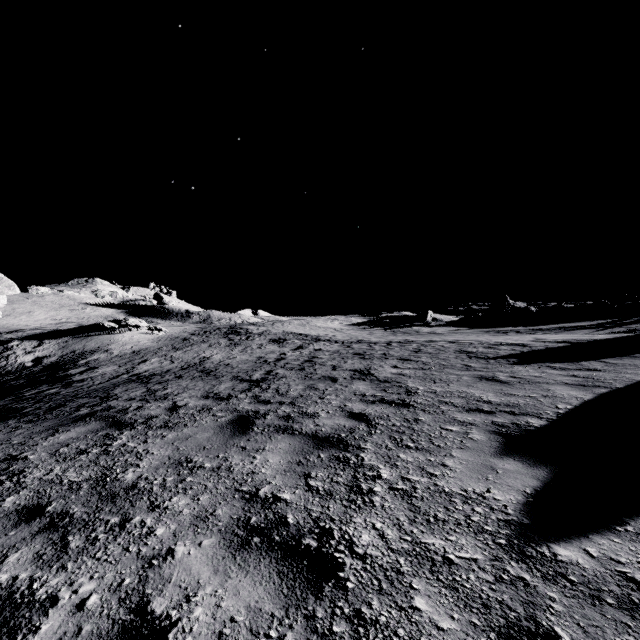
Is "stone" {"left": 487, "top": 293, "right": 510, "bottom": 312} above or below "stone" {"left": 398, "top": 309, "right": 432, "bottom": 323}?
above

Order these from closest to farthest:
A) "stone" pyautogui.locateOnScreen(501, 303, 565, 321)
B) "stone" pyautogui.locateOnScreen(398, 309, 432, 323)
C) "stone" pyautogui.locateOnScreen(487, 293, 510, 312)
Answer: "stone" pyautogui.locateOnScreen(501, 303, 565, 321), "stone" pyautogui.locateOnScreen(398, 309, 432, 323), "stone" pyautogui.locateOnScreen(487, 293, 510, 312)

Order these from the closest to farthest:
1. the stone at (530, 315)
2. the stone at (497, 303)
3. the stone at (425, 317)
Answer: the stone at (530, 315) < the stone at (425, 317) < the stone at (497, 303)

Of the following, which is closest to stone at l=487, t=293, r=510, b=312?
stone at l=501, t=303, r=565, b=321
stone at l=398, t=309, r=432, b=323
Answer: stone at l=501, t=303, r=565, b=321

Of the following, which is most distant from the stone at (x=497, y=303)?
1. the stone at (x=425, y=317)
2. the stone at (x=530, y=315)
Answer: the stone at (x=425, y=317)

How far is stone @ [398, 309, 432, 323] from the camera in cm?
5069

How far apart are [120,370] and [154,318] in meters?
46.8
